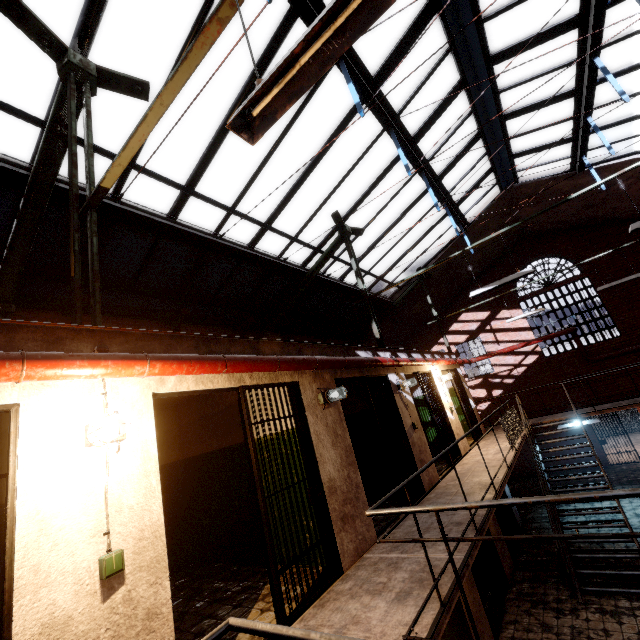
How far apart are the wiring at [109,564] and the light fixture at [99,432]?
0.08m

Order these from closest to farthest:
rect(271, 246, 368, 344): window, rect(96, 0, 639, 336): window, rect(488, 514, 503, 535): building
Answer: rect(96, 0, 639, 336): window < rect(488, 514, 503, 535): building < rect(271, 246, 368, 344): window

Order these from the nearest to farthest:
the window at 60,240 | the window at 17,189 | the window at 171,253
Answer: the window at 17,189 < the window at 60,240 < the window at 171,253

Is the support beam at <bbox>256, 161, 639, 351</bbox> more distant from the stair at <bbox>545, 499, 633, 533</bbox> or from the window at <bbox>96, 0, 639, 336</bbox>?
the stair at <bbox>545, 499, 633, 533</bbox>

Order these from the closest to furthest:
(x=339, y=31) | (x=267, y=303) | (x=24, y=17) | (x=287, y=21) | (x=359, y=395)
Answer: (x=339, y=31) < (x=24, y=17) < (x=287, y=21) < (x=359, y=395) < (x=267, y=303)

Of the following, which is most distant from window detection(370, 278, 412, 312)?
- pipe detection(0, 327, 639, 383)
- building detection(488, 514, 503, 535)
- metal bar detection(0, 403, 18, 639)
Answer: building detection(488, 514, 503, 535)

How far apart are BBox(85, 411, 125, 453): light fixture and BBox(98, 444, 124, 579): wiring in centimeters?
8cm

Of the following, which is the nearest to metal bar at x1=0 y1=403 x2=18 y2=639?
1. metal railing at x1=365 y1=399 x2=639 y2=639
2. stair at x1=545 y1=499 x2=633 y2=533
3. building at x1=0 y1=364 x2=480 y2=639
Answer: building at x1=0 y1=364 x2=480 y2=639
